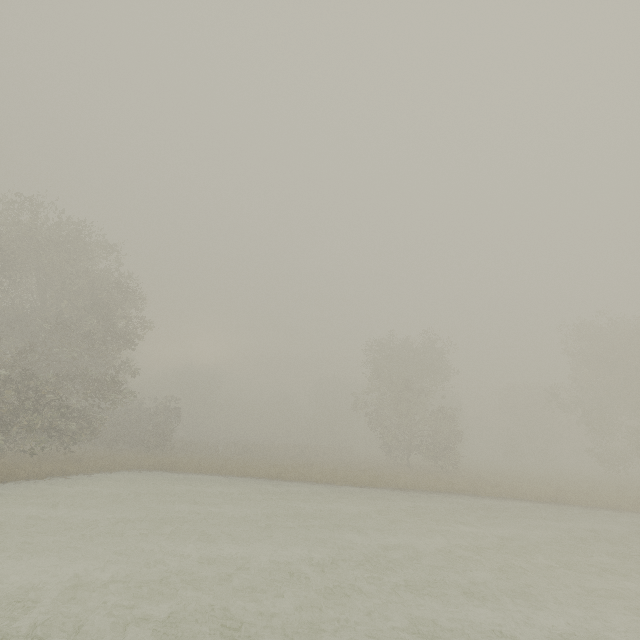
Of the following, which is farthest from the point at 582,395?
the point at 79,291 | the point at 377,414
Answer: the point at 79,291
